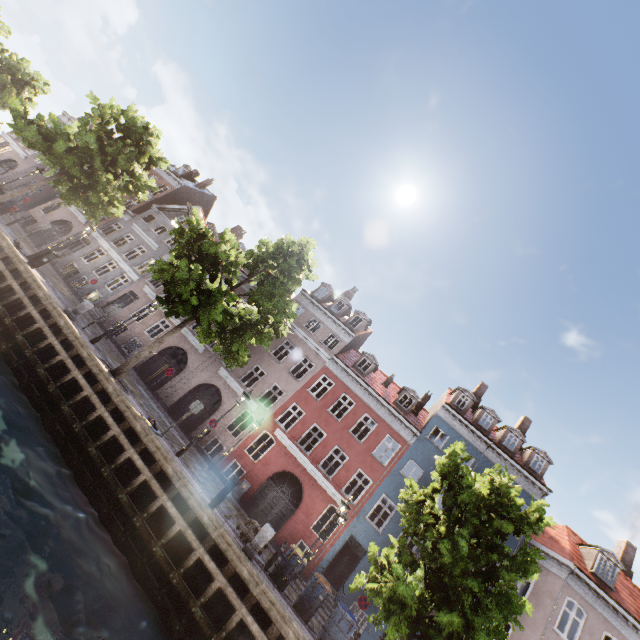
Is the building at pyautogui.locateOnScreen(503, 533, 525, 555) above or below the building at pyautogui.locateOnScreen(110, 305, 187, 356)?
above

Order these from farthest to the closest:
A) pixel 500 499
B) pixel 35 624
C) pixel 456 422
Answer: pixel 456 422, pixel 500 499, pixel 35 624

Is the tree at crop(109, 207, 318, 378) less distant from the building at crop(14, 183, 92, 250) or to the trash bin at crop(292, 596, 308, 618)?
the trash bin at crop(292, 596, 308, 618)

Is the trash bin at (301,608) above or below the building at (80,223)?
below

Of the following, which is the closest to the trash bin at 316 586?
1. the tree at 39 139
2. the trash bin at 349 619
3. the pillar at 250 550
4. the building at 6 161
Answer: the trash bin at 349 619

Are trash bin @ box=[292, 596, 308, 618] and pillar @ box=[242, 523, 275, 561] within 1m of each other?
no

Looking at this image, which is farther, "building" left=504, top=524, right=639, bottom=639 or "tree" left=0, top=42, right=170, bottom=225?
"tree" left=0, top=42, right=170, bottom=225
